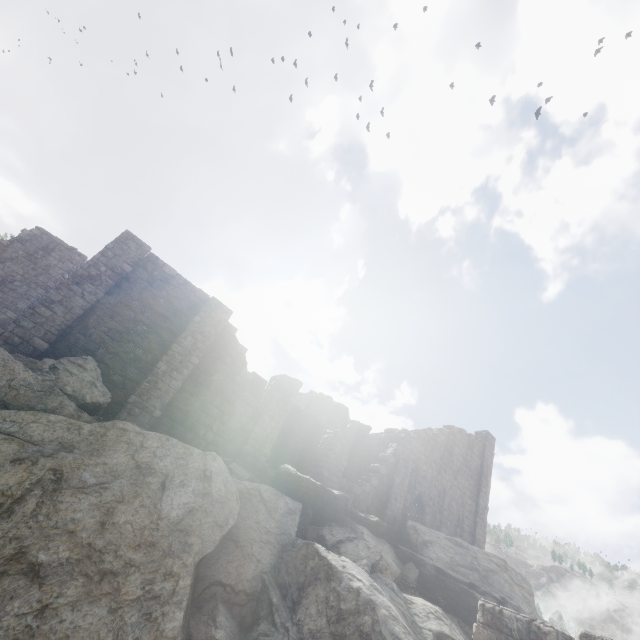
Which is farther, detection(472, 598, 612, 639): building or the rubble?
the rubble

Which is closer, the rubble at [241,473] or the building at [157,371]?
the rubble at [241,473]

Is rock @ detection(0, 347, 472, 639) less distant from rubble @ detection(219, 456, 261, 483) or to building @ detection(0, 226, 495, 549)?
rubble @ detection(219, 456, 261, 483)

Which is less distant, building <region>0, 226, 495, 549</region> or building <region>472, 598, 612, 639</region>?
building <region>472, 598, 612, 639</region>

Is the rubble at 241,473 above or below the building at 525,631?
above

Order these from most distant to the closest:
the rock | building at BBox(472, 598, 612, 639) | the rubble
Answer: the rubble → the rock → building at BBox(472, 598, 612, 639)

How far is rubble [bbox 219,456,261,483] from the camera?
12.21m

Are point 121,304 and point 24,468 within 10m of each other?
yes
